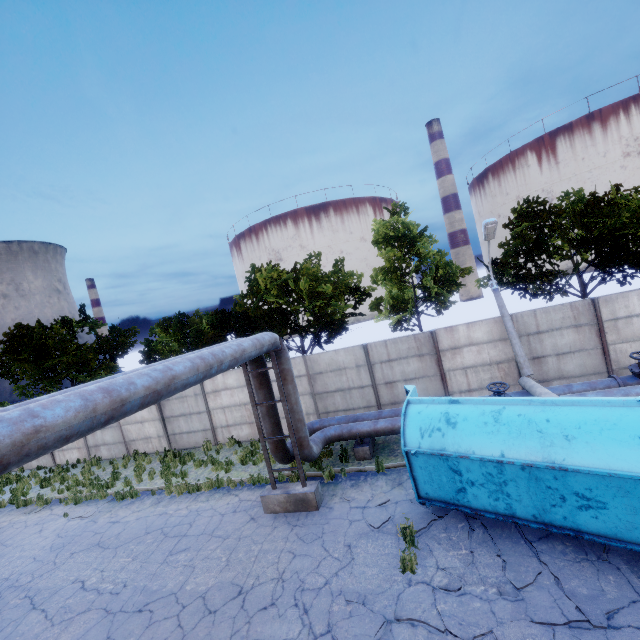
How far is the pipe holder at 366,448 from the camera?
11.45m

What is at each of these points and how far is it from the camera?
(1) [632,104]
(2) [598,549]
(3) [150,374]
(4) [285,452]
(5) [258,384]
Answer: (1) storage tank, 59.62m
(2) asphalt debris, 6.05m
(3) pipe, 4.93m
(4) pipe, 10.41m
(5) pipe, 10.17m

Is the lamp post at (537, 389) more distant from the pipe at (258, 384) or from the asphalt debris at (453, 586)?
the asphalt debris at (453, 586)

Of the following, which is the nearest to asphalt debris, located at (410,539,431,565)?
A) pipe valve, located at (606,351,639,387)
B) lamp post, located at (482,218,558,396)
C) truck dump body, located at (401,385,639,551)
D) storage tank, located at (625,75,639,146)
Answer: truck dump body, located at (401,385,639,551)

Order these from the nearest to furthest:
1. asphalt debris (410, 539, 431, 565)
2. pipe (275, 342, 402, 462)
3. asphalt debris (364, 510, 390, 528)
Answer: asphalt debris (410, 539, 431, 565) < asphalt debris (364, 510, 390, 528) < pipe (275, 342, 402, 462)

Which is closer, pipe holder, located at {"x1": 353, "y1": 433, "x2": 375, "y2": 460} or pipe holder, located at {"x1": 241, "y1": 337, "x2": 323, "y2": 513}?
pipe holder, located at {"x1": 241, "y1": 337, "x2": 323, "y2": 513}

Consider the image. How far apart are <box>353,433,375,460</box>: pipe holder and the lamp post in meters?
5.5

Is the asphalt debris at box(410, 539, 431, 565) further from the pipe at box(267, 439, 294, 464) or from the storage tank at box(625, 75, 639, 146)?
the storage tank at box(625, 75, 639, 146)
